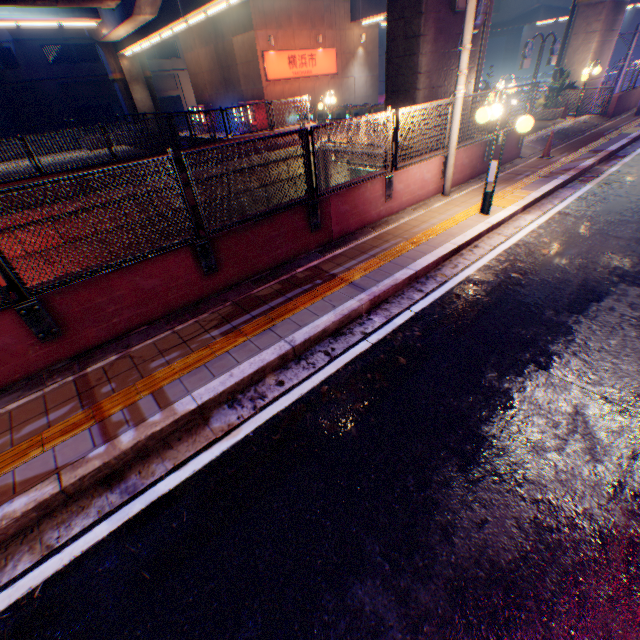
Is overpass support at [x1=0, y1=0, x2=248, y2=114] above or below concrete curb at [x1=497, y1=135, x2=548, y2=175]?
above

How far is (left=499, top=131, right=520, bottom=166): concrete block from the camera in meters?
10.3 m

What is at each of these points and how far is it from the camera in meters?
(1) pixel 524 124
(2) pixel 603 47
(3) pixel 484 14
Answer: (1) street lamp, 6.1 m
(2) overpass support, 16.1 m
(3) pipe, 9.0 m

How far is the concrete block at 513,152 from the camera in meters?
10.3

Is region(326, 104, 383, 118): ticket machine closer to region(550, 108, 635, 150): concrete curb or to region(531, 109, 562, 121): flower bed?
region(531, 109, 562, 121): flower bed

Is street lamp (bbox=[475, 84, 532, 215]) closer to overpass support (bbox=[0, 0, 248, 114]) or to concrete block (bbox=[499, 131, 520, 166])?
concrete block (bbox=[499, 131, 520, 166])

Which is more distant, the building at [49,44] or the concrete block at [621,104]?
the building at [49,44]

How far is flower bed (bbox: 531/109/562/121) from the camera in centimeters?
1619cm
